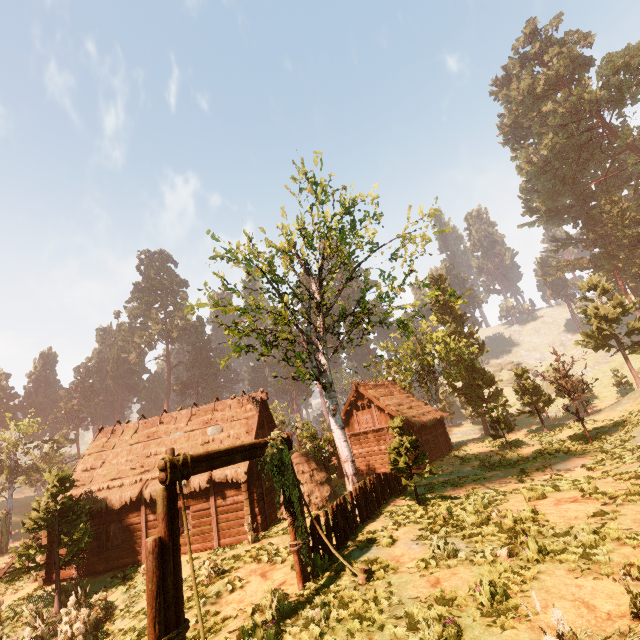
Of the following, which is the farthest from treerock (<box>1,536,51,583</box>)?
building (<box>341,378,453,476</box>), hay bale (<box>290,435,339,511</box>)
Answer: hay bale (<box>290,435,339,511</box>)

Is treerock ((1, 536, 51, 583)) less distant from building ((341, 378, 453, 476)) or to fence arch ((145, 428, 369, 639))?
building ((341, 378, 453, 476))

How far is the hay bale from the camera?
16.8m

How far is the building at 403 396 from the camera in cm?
2734

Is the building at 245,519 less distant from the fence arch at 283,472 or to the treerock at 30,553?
the treerock at 30,553

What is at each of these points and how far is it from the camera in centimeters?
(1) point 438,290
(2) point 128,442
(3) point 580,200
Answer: (1) treerock, 1386cm
(2) building, 2117cm
(3) treerock, 5616cm

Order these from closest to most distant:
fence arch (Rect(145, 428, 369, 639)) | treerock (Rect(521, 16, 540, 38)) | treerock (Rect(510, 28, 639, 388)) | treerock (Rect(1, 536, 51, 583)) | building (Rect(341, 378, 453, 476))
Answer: fence arch (Rect(145, 428, 369, 639)), treerock (Rect(1, 536, 51, 583)), building (Rect(341, 378, 453, 476)), treerock (Rect(510, 28, 639, 388)), treerock (Rect(521, 16, 540, 38))

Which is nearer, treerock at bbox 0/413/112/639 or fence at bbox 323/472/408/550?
fence at bbox 323/472/408/550
